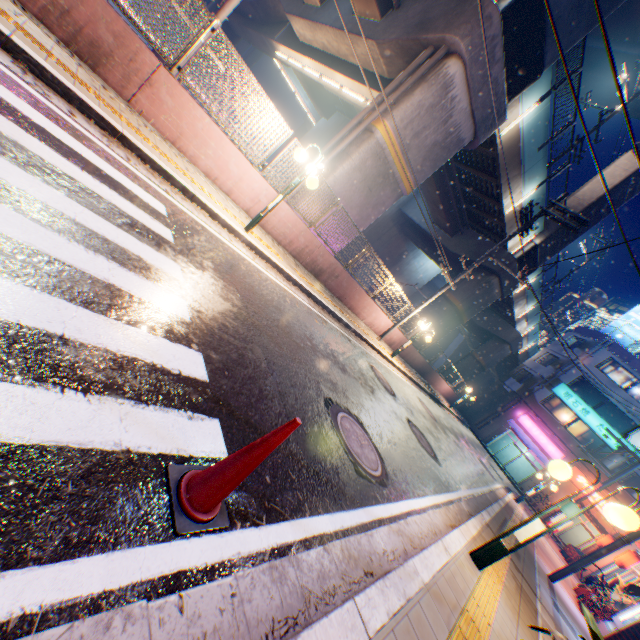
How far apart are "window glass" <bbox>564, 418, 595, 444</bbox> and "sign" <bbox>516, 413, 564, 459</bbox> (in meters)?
1.62

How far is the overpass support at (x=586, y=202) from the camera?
19.58m

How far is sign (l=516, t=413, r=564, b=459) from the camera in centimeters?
2983cm

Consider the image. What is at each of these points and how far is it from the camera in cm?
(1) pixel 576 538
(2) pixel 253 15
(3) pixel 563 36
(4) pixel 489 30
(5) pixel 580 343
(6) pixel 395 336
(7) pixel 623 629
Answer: (1) building, 2933
(2) overpass support, 2275
(3) overpass support, 1086
(4) overpass support, 957
(5) building, 3331
(6) concrete block, 1711
(7) vending machine, 854

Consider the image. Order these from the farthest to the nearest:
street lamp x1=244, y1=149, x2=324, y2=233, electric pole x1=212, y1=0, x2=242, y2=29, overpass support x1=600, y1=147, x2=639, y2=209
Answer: overpass support x1=600, y1=147, x2=639, y2=209 < electric pole x1=212, y1=0, x2=242, y2=29 < street lamp x1=244, y1=149, x2=324, y2=233

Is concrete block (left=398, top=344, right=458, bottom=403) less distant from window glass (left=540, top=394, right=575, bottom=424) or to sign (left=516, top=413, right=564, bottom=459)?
sign (left=516, top=413, right=564, bottom=459)

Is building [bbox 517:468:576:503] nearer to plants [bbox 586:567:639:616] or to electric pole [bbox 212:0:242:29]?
plants [bbox 586:567:639:616]

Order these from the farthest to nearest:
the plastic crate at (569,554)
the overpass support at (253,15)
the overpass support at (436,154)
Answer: the plastic crate at (569,554), the overpass support at (253,15), the overpass support at (436,154)
